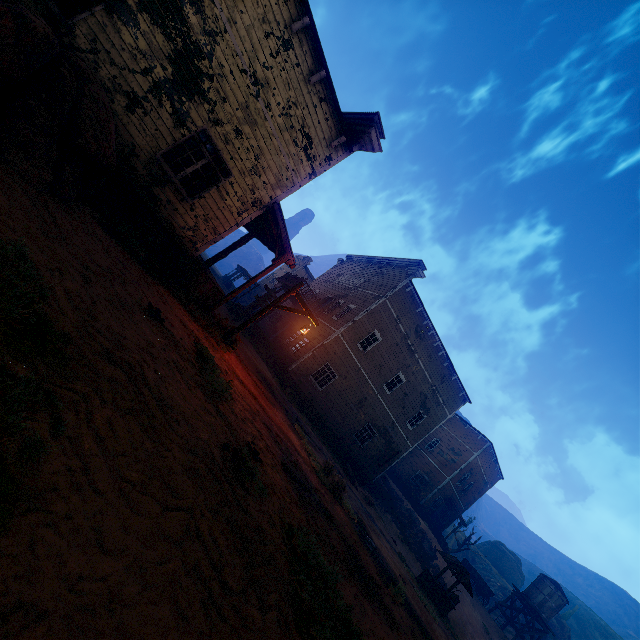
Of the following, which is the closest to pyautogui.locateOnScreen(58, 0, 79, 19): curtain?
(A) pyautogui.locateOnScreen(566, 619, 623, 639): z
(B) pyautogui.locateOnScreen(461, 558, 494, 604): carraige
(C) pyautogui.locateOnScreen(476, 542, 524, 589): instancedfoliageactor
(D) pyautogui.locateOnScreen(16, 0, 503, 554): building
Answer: (D) pyautogui.locateOnScreen(16, 0, 503, 554): building

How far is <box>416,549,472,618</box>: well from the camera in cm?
1538

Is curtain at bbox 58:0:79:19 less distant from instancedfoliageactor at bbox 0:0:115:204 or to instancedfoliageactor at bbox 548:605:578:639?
instancedfoliageactor at bbox 0:0:115:204

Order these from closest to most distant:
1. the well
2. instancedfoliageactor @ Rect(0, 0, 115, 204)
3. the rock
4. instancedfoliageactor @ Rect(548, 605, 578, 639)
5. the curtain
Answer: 1. instancedfoliageactor @ Rect(0, 0, 115, 204)
2. the curtain
3. the well
4. the rock
5. instancedfoliageactor @ Rect(548, 605, 578, 639)

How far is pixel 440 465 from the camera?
35.4m

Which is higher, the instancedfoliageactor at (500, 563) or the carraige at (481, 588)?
the instancedfoliageactor at (500, 563)

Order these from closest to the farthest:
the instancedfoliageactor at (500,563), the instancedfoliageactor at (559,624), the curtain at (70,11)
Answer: the curtain at (70,11)
the instancedfoliageactor at (559,624)
the instancedfoliageactor at (500,563)

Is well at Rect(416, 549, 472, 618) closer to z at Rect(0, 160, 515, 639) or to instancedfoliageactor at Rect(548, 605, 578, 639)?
z at Rect(0, 160, 515, 639)
